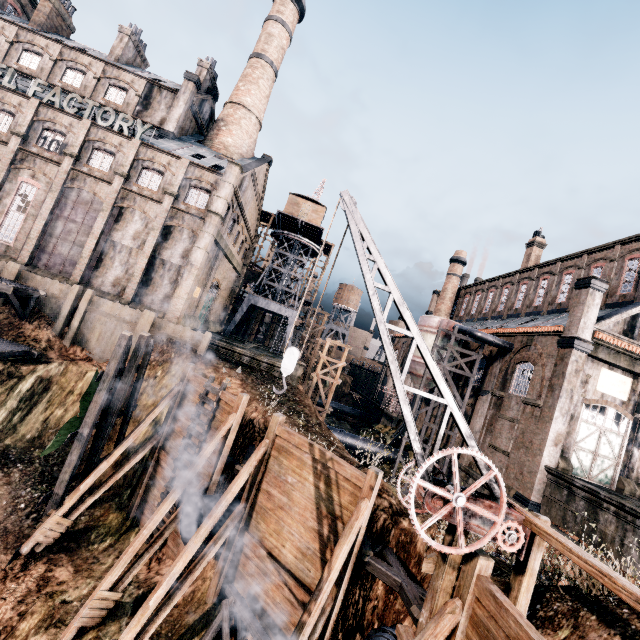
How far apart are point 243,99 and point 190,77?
6.0 meters

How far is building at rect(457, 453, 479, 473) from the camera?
26.8m

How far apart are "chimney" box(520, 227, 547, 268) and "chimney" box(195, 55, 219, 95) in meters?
43.5 m

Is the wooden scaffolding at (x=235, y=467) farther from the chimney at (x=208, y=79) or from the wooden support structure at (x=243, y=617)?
the chimney at (x=208, y=79)

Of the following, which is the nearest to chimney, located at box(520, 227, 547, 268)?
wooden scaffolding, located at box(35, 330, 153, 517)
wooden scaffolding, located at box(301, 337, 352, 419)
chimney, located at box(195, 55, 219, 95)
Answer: wooden scaffolding, located at box(301, 337, 352, 419)

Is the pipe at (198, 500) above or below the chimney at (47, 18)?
below

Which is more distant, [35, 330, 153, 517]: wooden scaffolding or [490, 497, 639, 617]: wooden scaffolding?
[35, 330, 153, 517]: wooden scaffolding
